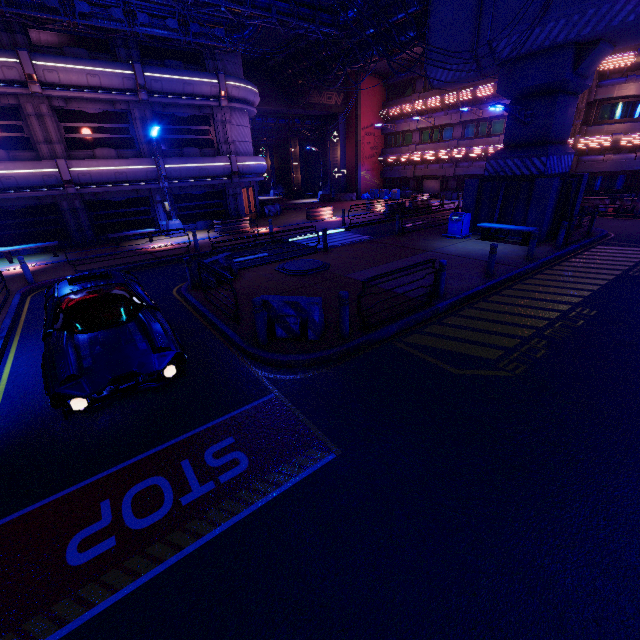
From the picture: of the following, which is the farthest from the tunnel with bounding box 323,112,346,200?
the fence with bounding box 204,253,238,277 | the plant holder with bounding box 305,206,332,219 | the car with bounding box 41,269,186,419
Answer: the car with bounding box 41,269,186,419

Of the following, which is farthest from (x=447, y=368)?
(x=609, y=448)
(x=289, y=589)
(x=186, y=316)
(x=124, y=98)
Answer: (x=124, y=98)

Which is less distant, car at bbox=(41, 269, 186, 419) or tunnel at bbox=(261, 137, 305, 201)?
car at bbox=(41, 269, 186, 419)

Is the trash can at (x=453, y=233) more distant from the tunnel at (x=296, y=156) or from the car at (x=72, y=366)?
the tunnel at (x=296, y=156)

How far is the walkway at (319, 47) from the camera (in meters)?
22.59

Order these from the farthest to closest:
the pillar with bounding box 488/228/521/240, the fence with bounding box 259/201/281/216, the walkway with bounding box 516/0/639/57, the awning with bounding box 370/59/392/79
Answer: the awning with bounding box 370/59/392/79 < the fence with bounding box 259/201/281/216 < the pillar with bounding box 488/228/521/240 < the walkway with bounding box 516/0/639/57

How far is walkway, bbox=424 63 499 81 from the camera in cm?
1554

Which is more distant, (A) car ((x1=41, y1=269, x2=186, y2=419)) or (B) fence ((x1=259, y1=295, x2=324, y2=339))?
(B) fence ((x1=259, y1=295, x2=324, y2=339))
